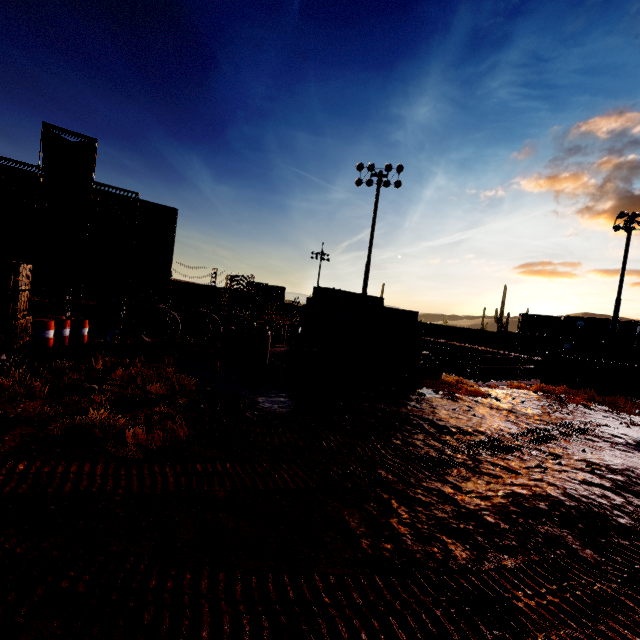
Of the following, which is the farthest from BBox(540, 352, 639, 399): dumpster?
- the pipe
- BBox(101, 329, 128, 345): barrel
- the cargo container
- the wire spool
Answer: the cargo container

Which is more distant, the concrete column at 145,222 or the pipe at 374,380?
the concrete column at 145,222

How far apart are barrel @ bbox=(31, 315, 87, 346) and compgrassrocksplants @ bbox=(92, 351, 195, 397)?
4.8 meters

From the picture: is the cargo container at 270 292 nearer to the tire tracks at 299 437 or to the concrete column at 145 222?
the concrete column at 145 222

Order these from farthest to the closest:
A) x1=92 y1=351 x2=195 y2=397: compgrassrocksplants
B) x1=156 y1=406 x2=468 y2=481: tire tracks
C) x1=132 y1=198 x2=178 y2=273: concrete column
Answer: x1=132 y1=198 x2=178 y2=273: concrete column, x1=92 y1=351 x2=195 y2=397: compgrassrocksplants, x1=156 y1=406 x2=468 y2=481: tire tracks

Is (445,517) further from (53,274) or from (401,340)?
(53,274)

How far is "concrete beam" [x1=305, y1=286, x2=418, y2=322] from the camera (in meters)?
12.47

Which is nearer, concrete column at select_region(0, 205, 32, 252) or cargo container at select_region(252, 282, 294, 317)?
concrete column at select_region(0, 205, 32, 252)
